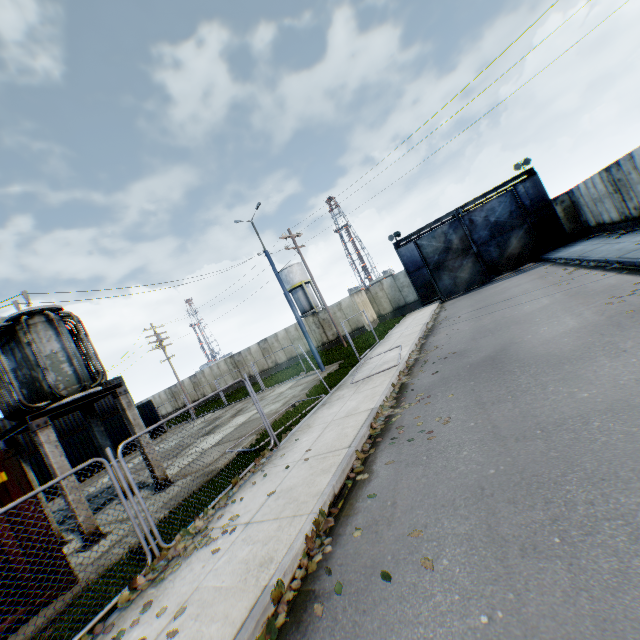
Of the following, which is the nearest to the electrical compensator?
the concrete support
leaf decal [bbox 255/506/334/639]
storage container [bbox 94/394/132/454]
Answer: the concrete support

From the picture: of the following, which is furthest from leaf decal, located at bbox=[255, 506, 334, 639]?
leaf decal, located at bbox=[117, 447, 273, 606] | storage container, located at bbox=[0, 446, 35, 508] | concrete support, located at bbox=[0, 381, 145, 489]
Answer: concrete support, located at bbox=[0, 381, 145, 489]

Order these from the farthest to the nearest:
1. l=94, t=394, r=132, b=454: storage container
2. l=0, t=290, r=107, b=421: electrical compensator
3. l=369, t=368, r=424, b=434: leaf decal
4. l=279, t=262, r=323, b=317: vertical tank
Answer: l=279, t=262, r=323, b=317: vertical tank < l=94, t=394, r=132, b=454: storage container < l=0, t=290, r=107, b=421: electrical compensator < l=369, t=368, r=424, b=434: leaf decal

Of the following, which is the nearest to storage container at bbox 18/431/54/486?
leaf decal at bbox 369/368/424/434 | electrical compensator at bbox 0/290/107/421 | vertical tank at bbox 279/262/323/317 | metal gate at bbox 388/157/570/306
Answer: electrical compensator at bbox 0/290/107/421

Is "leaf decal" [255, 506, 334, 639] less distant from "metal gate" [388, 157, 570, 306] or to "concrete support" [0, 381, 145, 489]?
"concrete support" [0, 381, 145, 489]

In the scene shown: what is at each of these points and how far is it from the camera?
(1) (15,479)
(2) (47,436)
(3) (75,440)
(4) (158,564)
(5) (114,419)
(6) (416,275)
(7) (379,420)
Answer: (1) storage container, 6.2 meters
(2) concrete support, 8.2 meters
(3) storage container, 21.1 meters
(4) leaf decal, 5.4 meters
(5) storage container, 23.5 meters
(6) metal gate, 27.5 meters
(7) leaf decal, 7.8 meters

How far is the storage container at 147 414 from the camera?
25.2 meters

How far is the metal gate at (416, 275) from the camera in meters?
23.2 m
